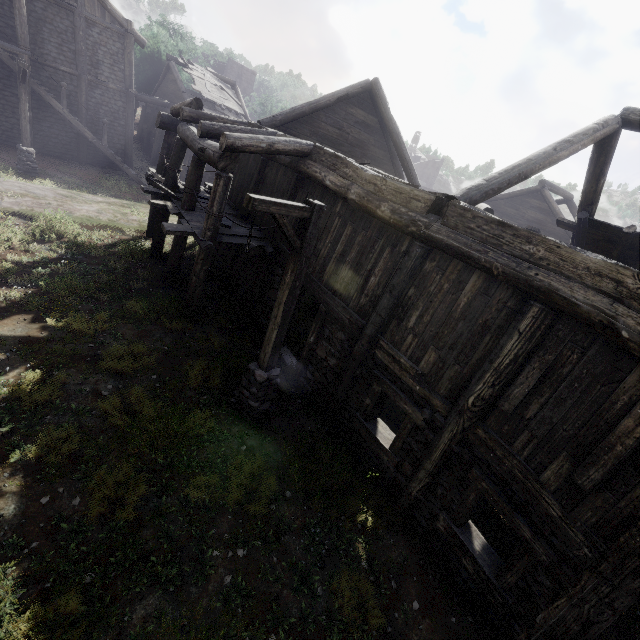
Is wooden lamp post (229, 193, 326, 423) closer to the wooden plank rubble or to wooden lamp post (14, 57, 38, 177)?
wooden lamp post (14, 57, 38, 177)

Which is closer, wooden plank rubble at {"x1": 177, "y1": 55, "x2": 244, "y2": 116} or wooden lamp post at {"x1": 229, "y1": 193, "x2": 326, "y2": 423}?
wooden lamp post at {"x1": 229, "y1": 193, "x2": 326, "y2": 423}

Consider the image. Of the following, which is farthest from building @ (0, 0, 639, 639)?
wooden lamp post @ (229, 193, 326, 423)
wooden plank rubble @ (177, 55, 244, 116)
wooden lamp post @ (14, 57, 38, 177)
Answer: wooden lamp post @ (14, 57, 38, 177)

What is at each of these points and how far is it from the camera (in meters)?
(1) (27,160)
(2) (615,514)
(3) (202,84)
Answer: (1) wooden lamp post, 15.52
(2) building, 3.96
(3) wooden plank rubble, 22.45

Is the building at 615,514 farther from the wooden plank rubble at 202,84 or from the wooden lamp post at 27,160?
the wooden lamp post at 27,160

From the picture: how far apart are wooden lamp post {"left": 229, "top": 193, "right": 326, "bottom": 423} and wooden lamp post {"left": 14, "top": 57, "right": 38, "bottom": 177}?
15.9m

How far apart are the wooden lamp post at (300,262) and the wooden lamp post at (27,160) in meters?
15.9 m
